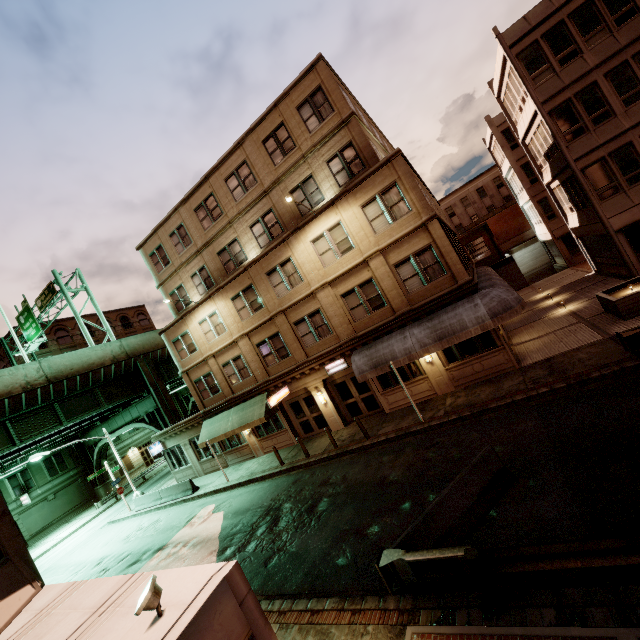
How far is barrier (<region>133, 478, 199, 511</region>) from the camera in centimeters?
2297cm

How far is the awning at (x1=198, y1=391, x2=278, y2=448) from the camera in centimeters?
Result: 2066cm

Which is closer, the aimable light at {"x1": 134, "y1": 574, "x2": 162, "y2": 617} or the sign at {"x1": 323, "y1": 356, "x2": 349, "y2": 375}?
the aimable light at {"x1": 134, "y1": 574, "x2": 162, "y2": 617}

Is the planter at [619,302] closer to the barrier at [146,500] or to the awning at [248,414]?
the awning at [248,414]

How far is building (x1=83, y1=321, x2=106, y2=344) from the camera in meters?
51.8

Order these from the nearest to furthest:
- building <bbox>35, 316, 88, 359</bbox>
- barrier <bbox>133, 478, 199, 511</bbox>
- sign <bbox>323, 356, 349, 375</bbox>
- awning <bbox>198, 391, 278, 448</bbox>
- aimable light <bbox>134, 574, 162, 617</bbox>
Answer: aimable light <bbox>134, 574, 162, 617</bbox> < sign <bbox>323, 356, 349, 375</bbox> < awning <bbox>198, 391, 278, 448</bbox> < barrier <bbox>133, 478, 199, 511</bbox> < building <bbox>35, 316, 88, 359</bbox>

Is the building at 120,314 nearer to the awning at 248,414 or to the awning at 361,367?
the awning at 248,414

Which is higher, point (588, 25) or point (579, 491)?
point (588, 25)
